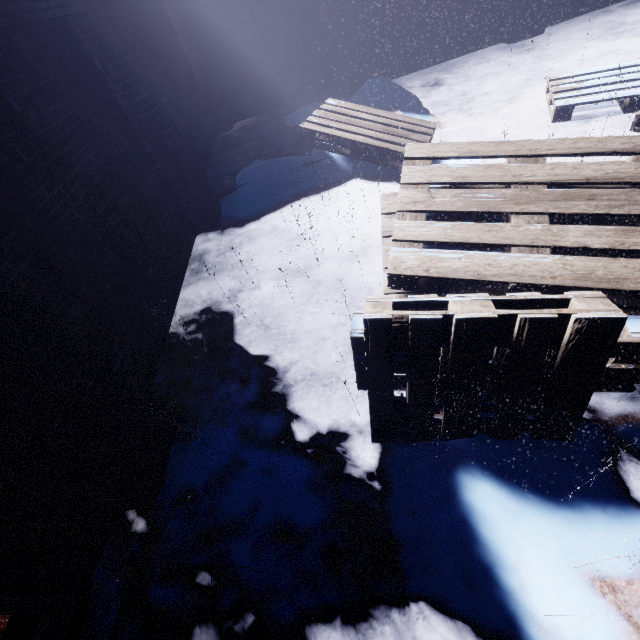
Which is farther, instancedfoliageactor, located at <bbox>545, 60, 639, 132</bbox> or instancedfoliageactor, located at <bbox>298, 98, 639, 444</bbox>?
instancedfoliageactor, located at <bbox>545, 60, 639, 132</bbox>

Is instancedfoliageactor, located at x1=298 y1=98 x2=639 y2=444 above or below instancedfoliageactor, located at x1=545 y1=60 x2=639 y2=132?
above

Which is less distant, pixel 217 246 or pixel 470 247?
pixel 470 247

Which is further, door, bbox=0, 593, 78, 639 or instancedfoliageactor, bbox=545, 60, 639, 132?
instancedfoliageactor, bbox=545, 60, 639, 132

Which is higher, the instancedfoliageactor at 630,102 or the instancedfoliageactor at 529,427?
the instancedfoliageactor at 529,427

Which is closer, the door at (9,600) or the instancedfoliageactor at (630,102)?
the door at (9,600)
